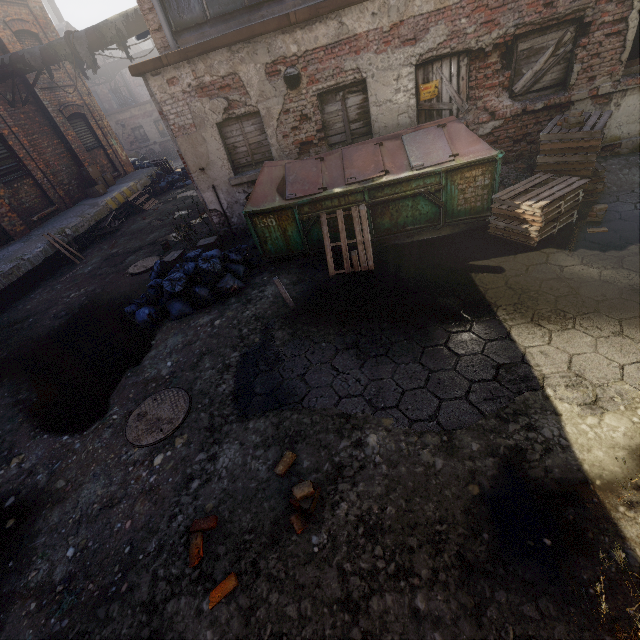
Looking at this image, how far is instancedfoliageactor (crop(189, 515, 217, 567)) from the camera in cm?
281

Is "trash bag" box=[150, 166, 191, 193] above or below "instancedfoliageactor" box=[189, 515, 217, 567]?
above

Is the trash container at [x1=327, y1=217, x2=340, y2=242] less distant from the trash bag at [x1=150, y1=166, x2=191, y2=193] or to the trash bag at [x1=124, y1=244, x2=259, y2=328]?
the trash bag at [x1=124, y1=244, x2=259, y2=328]

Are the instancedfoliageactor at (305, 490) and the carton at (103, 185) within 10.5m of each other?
no

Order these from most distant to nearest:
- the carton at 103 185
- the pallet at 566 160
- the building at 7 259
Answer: the carton at 103 185 → the building at 7 259 → the pallet at 566 160

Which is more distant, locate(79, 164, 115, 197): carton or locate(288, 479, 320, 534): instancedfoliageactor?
locate(79, 164, 115, 197): carton

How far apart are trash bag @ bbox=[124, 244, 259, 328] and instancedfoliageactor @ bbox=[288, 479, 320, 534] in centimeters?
408cm

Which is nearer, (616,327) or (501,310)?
(616,327)
